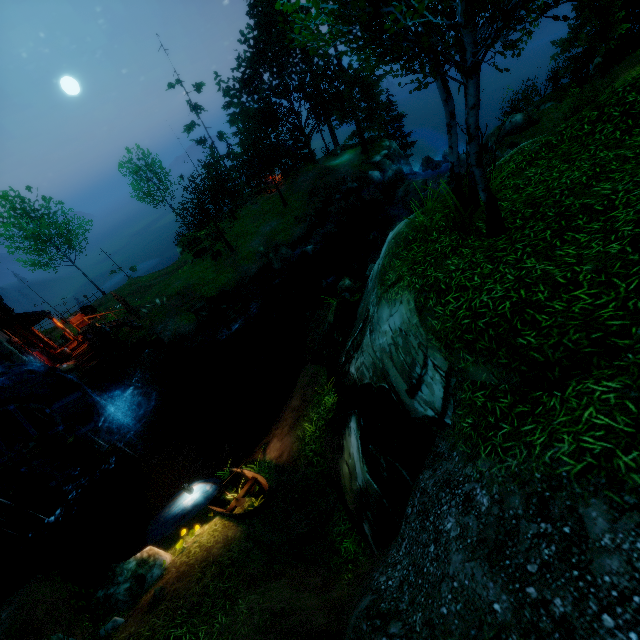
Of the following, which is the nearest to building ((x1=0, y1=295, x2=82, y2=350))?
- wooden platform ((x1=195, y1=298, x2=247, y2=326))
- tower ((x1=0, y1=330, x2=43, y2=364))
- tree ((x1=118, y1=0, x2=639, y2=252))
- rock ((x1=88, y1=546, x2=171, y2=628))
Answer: tower ((x1=0, y1=330, x2=43, y2=364))

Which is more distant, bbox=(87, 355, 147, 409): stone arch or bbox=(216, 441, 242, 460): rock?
bbox=(87, 355, 147, 409): stone arch

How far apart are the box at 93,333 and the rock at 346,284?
15.34m

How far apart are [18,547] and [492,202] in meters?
24.7 m

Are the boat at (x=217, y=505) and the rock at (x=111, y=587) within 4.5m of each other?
yes

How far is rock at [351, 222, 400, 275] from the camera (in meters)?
19.83

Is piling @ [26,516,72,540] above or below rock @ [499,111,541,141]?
below

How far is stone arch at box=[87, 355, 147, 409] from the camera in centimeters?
1913cm
